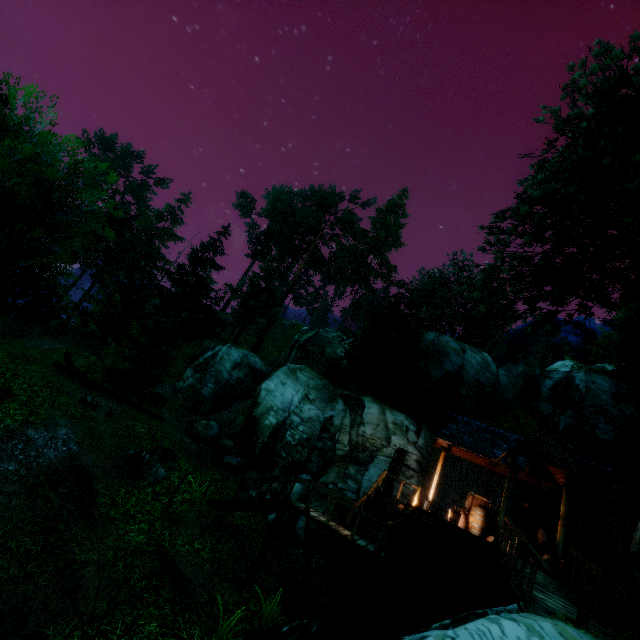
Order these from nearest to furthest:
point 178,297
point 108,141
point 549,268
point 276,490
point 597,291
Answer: point 549,268, point 597,291, point 276,490, point 178,297, point 108,141

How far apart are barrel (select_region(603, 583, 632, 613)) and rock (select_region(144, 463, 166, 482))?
14.4 meters

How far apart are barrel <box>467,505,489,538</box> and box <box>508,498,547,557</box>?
1.4 meters

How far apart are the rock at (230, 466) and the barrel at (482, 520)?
11.2 meters

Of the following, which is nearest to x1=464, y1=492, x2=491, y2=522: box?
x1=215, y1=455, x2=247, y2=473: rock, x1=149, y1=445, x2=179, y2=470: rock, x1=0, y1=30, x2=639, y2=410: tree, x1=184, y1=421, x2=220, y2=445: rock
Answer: x1=0, y1=30, x2=639, y2=410: tree

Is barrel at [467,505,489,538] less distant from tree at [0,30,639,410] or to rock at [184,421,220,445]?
tree at [0,30,639,410]

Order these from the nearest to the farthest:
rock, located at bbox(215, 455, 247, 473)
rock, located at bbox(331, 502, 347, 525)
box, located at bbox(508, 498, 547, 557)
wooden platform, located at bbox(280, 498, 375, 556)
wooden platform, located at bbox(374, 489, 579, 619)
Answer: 1. wooden platform, located at bbox(374, 489, 579, 619)
2. wooden platform, located at bbox(280, 498, 375, 556)
3. box, located at bbox(508, 498, 547, 557)
4. rock, located at bbox(331, 502, 347, 525)
5. rock, located at bbox(215, 455, 247, 473)

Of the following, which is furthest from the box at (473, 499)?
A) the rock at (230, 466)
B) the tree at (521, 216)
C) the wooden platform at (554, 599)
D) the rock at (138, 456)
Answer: the rock at (138, 456)
